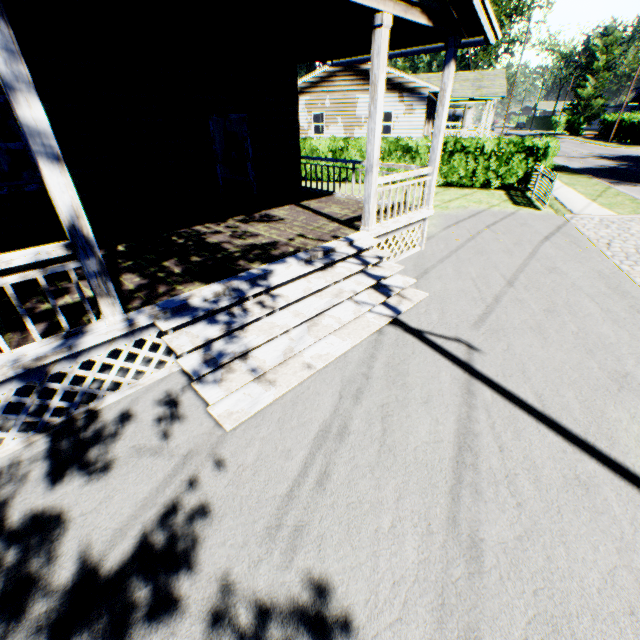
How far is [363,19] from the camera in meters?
5.3

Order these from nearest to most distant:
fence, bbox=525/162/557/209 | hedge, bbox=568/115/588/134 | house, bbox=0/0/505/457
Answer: house, bbox=0/0/505/457 → fence, bbox=525/162/557/209 → hedge, bbox=568/115/588/134

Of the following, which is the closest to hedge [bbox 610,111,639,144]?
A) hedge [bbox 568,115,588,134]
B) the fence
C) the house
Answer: hedge [bbox 568,115,588,134]

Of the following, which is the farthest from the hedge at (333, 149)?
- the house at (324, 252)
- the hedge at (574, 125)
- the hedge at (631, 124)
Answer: the hedge at (574, 125)

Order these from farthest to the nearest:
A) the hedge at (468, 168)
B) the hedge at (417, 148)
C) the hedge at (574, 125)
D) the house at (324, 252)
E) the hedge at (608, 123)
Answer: the hedge at (574, 125) < the hedge at (608, 123) < the hedge at (417, 148) < the hedge at (468, 168) < the house at (324, 252)

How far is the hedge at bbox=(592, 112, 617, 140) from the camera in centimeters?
4330cm

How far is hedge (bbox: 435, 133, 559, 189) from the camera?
14.4 meters

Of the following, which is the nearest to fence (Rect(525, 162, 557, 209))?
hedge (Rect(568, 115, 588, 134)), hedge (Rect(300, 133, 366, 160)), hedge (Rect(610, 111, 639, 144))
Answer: hedge (Rect(300, 133, 366, 160))
